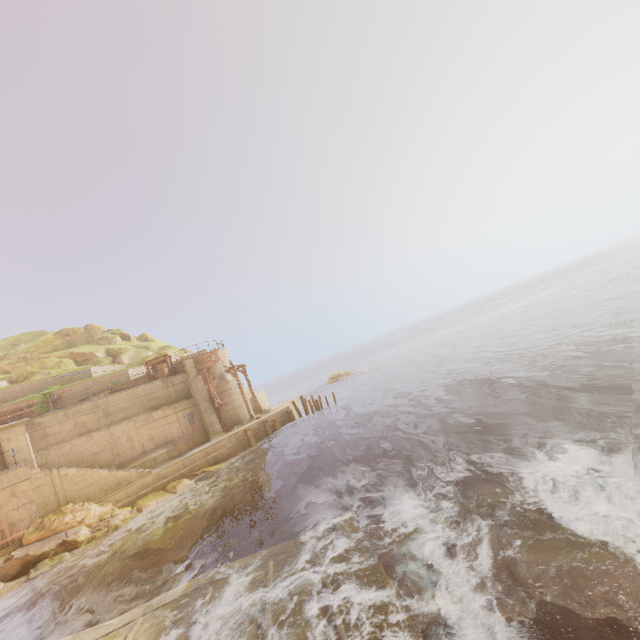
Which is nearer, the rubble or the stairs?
the rubble

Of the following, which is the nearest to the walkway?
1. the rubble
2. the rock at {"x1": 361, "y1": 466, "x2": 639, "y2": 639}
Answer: the rock at {"x1": 361, "y1": 466, "x2": 639, "y2": 639}

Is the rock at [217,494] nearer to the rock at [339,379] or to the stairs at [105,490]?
the stairs at [105,490]

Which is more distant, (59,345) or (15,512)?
(59,345)

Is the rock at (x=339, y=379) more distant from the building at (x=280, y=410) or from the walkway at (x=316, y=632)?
the walkway at (x=316, y=632)

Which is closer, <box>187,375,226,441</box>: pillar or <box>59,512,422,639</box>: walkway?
<box>59,512,422,639</box>: walkway

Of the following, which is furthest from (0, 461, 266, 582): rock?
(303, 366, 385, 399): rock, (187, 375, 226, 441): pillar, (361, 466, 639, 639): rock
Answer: (303, 366, 385, 399): rock

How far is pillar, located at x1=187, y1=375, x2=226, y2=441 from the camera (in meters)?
25.64
